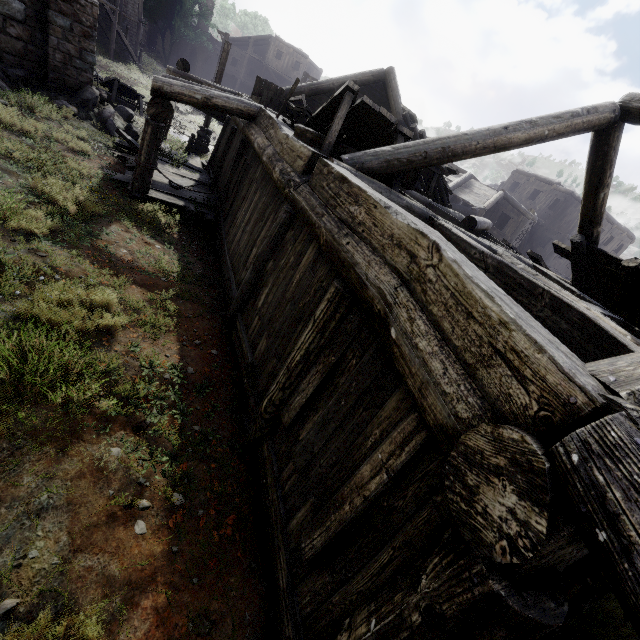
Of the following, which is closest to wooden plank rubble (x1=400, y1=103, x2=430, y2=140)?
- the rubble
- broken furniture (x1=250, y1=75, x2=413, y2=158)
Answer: broken furniture (x1=250, y1=75, x2=413, y2=158)

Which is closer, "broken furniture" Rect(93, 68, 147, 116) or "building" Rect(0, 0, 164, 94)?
"building" Rect(0, 0, 164, 94)

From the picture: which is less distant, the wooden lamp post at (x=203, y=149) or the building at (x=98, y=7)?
the building at (x=98, y=7)

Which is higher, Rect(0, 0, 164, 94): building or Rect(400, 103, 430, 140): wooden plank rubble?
Rect(400, 103, 430, 140): wooden plank rubble

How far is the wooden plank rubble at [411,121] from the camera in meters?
11.1 m

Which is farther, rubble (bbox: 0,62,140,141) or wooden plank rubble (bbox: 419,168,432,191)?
wooden plank rubble (bbox: 419,168,432,191)

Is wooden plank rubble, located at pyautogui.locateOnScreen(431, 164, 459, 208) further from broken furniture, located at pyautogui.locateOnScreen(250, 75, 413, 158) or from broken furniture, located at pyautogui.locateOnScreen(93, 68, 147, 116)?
broken furniture, located at pyautogui.locateOnScreen(93, 68, 147, 116)

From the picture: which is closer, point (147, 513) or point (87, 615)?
point (87, 615)
